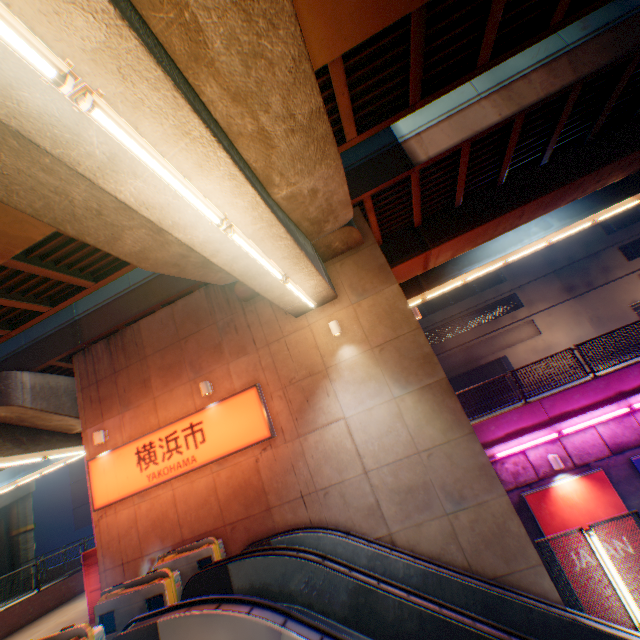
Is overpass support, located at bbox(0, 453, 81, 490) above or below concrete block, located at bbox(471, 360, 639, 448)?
above

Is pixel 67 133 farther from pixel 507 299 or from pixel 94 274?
pixel 507 299

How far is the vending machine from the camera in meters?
10.1

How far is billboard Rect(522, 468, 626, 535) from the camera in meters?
10.3 m

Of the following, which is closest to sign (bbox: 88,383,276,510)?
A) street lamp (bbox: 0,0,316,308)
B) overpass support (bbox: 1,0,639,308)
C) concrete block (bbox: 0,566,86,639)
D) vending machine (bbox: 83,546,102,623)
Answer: vending machine (bbox: 83,546,102,623)

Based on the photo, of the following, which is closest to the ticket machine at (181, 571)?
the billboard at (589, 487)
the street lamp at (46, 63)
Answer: the street lamp at (46, 63)

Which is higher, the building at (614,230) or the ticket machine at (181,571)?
the building at (614,230)

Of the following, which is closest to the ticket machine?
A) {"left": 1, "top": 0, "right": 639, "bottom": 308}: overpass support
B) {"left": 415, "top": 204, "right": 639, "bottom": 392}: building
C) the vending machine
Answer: the vending machine
